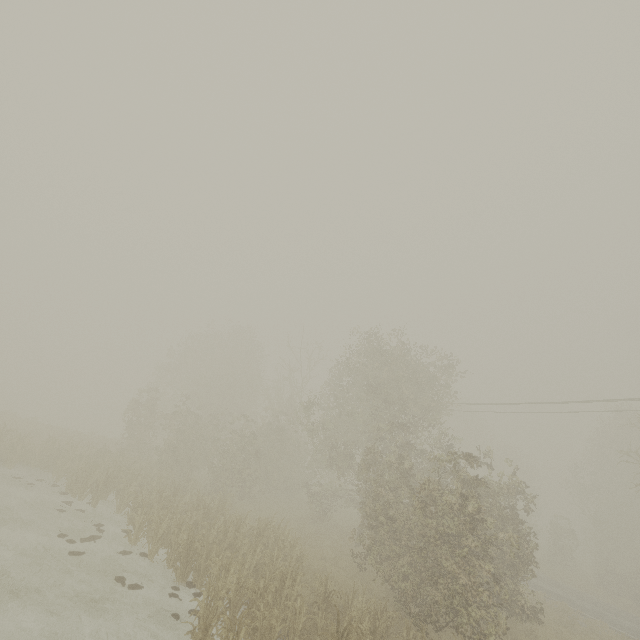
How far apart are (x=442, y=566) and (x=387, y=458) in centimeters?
435cm
